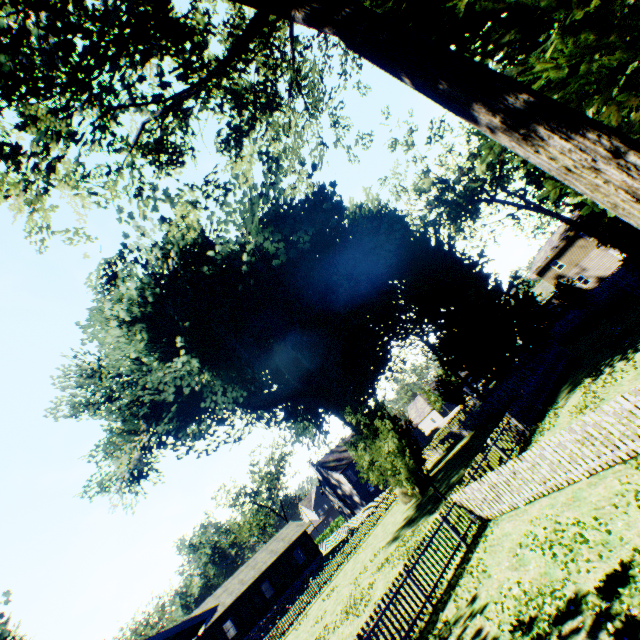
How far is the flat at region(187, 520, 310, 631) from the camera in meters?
36.3

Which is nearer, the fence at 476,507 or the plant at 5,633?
the fence at 476,507

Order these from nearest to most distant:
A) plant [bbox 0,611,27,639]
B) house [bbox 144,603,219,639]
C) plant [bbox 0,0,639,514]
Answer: plant [bbox 0,0,639,514] < house [bbox 144,603,219,639] < plant [bbox 0,611,27,639]

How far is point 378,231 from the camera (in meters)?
34.81

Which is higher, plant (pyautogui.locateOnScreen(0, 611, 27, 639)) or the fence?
plant (pyautogui.locateOnScreen(0, 611, 27, 639))

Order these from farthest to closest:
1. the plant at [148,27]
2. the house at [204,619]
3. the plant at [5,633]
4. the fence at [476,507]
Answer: the plant at [5,633] → the house at [204,619] → the fence at [476,507] → the plant at [148,27]

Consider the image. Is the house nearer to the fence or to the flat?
the fence

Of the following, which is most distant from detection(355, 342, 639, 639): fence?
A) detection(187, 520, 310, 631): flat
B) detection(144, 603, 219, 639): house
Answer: detection(187, 520, 310, 631): flat
